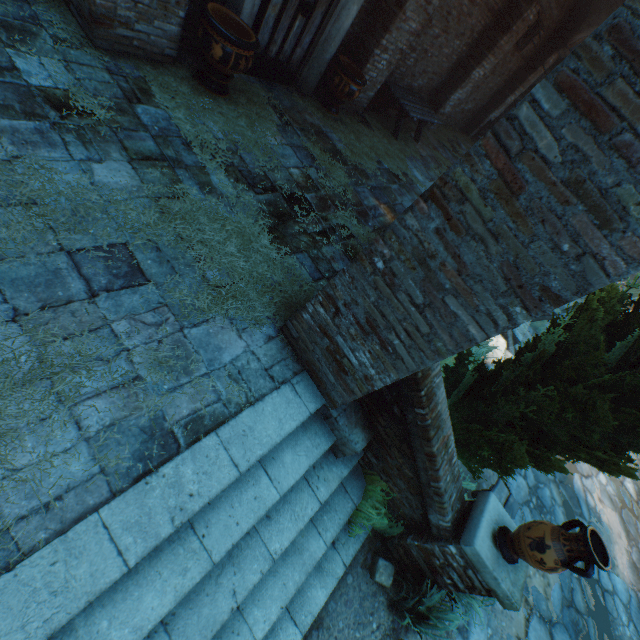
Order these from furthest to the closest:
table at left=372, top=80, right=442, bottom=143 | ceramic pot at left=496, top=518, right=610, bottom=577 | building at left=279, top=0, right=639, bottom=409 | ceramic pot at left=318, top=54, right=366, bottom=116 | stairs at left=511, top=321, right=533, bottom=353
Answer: stairs at left=511, top=321, right=533, bottom=353
table at left=372, top=80, right=442, bottom=143
ceramic pot at left=318, top=54, right=366, bottom=116
ceramic pot at left=496, top=518, right=610, bottom=577
building at left=279, top=0, right=639, bottom=409

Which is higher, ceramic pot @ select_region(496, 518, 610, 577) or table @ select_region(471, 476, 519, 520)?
ceramic pot @ select_region(496, 518, 610, 577)

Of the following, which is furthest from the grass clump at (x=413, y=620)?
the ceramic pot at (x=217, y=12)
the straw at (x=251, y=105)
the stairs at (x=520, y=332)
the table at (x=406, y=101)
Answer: the table at (x=406, y=101)

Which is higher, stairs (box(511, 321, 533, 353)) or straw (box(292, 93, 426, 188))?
straw (box(292, 93, 426, 188))

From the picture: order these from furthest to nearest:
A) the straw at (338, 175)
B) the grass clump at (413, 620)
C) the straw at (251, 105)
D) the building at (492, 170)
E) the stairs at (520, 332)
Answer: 1. the stairs at (520, 332)
2. the straw at (338, 175)
3. the straw at (251, 105)
4. the grass clump at (413, 620)
5. the building at (492, 170)

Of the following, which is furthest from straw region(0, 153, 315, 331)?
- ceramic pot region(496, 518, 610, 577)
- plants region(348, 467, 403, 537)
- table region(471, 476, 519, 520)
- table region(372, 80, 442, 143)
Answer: table region(471, 476, 519, 520)

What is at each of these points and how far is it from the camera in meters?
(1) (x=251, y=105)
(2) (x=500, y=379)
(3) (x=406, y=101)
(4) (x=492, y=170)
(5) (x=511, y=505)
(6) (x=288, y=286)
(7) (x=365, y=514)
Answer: (1) straw, 5.2
(2) tree, 3.4
(3) table, 8.0
(4) building, 1.7
(5) table, 4.9
(6) straw, 3.7
(7) plants, 3.6

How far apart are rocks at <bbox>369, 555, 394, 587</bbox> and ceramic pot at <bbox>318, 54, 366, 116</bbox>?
7.75m
